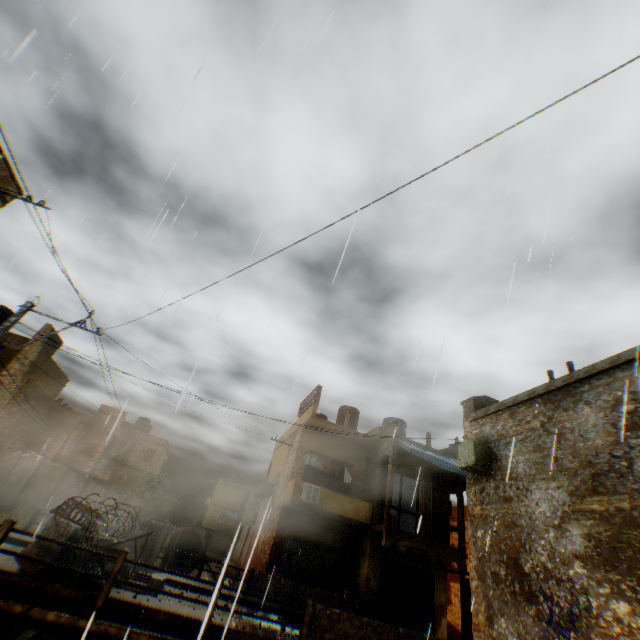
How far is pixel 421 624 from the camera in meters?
16.2

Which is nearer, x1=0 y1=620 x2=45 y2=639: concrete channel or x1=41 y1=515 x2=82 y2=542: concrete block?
x1=41 y1=515 x2=82 y2=542: concrete block

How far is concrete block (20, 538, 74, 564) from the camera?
7.58m

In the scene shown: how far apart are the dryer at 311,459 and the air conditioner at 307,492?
1.4m

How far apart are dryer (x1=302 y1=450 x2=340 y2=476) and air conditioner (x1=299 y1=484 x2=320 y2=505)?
1.42m

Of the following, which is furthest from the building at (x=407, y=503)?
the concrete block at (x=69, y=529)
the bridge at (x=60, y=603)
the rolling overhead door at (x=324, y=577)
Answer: the bridge at (x=60, y=603)

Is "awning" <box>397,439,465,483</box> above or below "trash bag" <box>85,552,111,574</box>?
above

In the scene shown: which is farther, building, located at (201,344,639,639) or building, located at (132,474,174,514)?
building, located at (132,474,174,514)
